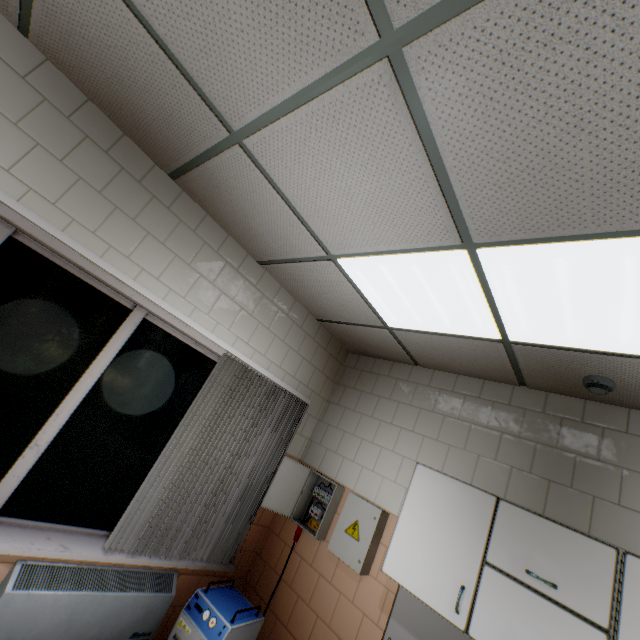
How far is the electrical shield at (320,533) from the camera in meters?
3.1 m

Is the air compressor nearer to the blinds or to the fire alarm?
the blinds

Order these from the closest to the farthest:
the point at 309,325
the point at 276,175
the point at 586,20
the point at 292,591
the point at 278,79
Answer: the point at 586,20 < the point at 278,79 < the point at 276,175 < the point at 292,591 < the point at 309,325

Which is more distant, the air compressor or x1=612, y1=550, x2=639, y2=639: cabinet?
the air compressor

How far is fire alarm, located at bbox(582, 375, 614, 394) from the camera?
2.2m

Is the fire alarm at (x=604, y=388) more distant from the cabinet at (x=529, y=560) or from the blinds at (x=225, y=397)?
the blinds at (x=225, y=397)

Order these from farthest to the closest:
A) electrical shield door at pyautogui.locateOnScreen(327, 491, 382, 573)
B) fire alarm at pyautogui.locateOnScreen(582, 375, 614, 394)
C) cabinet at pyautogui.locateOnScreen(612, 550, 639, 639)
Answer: electrical shield door at pyautogui.locateOnScreen(327, 491, 382, 573) < fire alarm at pyautogui.locateOnScreen(582, 375, 614, 394) < cabinet at pyautogui.locateOnScreen(612, 550, 639, 639)

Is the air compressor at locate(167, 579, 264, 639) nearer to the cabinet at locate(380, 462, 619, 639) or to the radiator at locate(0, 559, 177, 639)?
the radiator at locate(0, 559, 177, 639)
